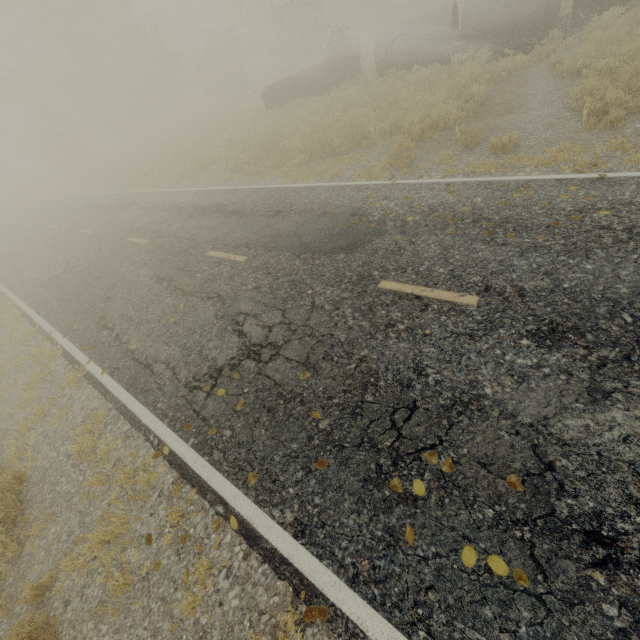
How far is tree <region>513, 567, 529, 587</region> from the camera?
2.42m

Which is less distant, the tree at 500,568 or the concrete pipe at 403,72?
the tree at 500,568

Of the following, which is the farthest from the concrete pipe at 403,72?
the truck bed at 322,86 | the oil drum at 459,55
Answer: the truck bed at 322,86

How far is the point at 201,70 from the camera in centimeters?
3500cm

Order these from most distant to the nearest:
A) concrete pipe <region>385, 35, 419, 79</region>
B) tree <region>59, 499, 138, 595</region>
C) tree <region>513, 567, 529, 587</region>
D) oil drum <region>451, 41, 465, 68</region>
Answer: concrete pipe <region>385, 35, 419, 79</region> < oil drum <region>451, 41, 465, 68</region> < tree <region>59, 499, 138, 595</region> < tree <region>513, 567, 529, 587</region>

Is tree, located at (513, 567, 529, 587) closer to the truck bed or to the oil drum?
the truck bed

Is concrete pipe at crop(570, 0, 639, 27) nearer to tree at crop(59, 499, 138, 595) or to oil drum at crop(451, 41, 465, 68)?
oil drum at crop(451, 41, 465, 68)
